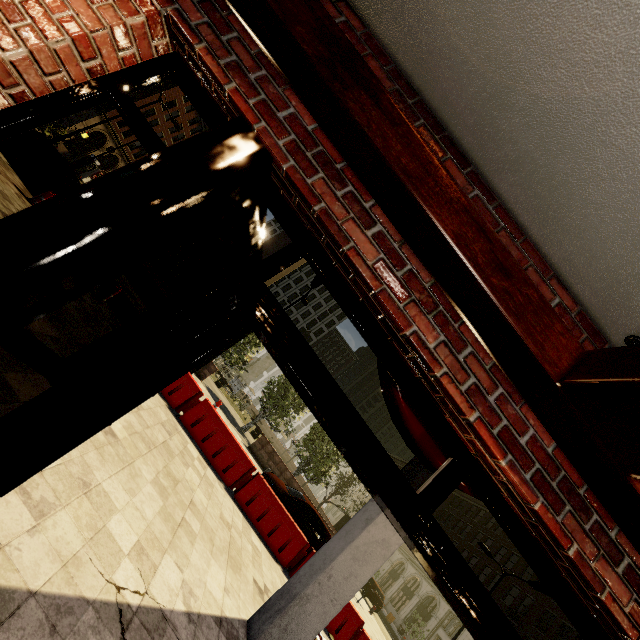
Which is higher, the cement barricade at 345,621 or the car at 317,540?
the car at 317,540

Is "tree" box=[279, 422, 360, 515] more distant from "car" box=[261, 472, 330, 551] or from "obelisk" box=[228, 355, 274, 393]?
"car" box=[261, 472, 330, 551]

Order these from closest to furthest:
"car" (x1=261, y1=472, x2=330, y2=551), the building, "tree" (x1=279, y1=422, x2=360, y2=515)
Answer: the building < "car" (x1=261, y1=472, x2=330, y2=551) < "tree" (x1=279, y1=422, x2=360, y2=515)

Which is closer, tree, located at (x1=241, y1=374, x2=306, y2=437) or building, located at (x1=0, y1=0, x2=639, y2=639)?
building, located at (x1=0, y1=0, x2=639, y2=639)

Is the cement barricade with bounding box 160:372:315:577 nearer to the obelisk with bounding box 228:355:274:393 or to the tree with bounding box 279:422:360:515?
the tree with bounding box 279:422:360:515

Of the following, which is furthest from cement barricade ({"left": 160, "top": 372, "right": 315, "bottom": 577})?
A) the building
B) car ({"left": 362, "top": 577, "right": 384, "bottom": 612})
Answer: car ({"left": 362, "top": 577, "right": 384, "bottom": 612})

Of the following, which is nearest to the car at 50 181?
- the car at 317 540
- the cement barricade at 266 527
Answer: the cement barricade at 266 527

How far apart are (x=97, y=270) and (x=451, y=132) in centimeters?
169cm
